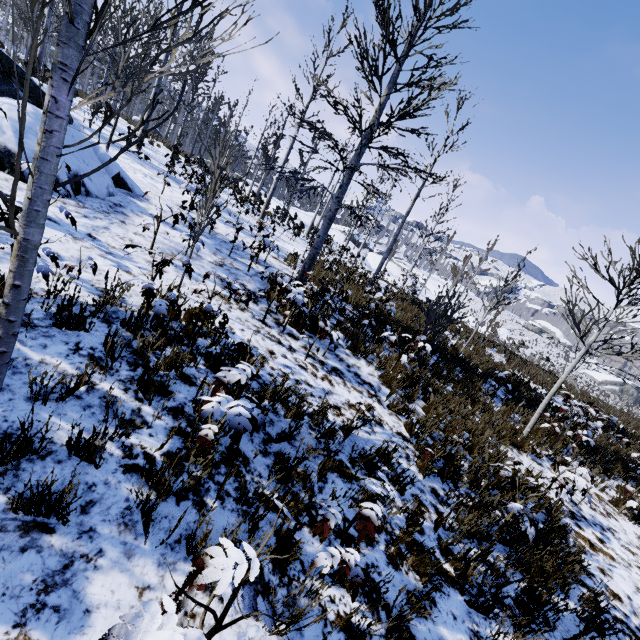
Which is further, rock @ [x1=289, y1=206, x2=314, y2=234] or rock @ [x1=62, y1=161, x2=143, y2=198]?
rock @ [x1=289, y1=206, x2=314, y2=234]

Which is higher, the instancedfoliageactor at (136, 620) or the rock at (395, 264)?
the rock at (395, 264)

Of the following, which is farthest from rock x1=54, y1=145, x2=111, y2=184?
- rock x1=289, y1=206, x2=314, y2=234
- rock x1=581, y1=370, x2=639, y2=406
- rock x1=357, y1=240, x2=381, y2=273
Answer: rock x1=581, y1=370, x2=639, y2=406

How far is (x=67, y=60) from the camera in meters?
1.4 m

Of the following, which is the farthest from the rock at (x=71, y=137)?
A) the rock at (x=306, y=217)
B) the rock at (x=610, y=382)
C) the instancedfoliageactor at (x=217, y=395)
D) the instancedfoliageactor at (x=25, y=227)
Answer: the rock at (x=610, y=382)

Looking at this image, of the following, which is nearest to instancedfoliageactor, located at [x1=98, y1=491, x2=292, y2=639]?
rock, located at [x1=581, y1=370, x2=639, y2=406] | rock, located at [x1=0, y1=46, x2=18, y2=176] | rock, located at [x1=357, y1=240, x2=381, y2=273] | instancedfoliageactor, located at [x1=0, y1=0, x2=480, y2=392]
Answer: instancedfoliageactor, located at [x1=0, y1=0, x2=480, y2=392]

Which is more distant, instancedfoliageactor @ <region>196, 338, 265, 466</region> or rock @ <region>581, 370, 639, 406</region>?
rock @ <region>581, 370, 639, 406</region>

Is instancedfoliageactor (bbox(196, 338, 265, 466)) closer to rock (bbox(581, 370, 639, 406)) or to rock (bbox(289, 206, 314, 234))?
rock (bbox(289, 206, 314, 234))
